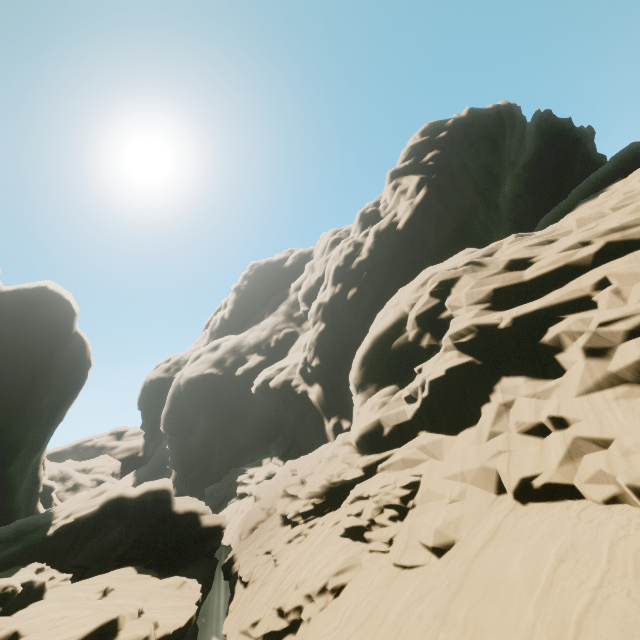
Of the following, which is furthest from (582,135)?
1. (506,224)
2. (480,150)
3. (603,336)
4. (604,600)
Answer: (604,600)
